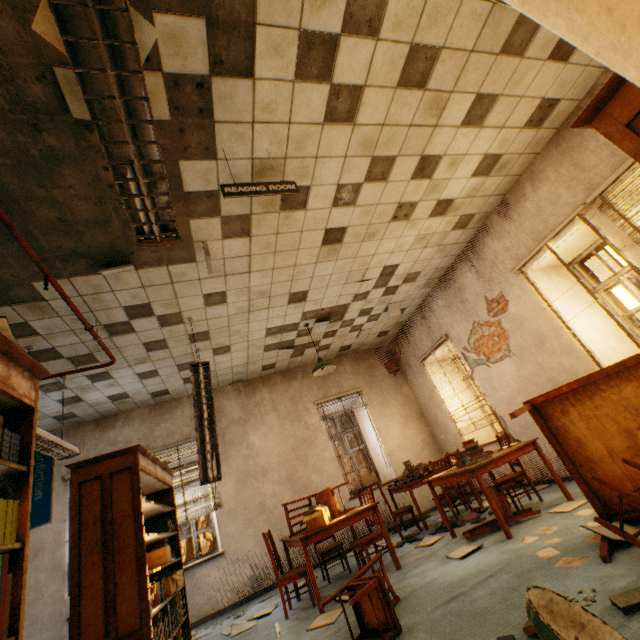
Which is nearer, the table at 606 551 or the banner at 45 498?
the table at 606 551

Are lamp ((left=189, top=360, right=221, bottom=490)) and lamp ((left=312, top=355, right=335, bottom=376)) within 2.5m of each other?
yes

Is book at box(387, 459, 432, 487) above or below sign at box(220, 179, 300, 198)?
below

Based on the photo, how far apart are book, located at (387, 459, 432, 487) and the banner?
6.2m

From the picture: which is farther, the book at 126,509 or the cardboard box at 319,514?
the cardboard box at 319,514

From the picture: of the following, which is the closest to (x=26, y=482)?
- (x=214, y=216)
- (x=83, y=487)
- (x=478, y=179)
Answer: (x=83, y=487)

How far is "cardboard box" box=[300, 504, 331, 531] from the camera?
4.10m

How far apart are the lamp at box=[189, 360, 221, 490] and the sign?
A: 2.54m
